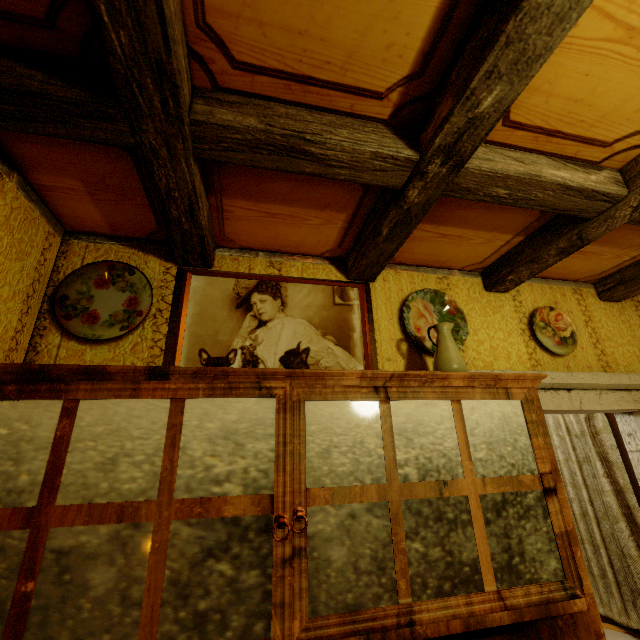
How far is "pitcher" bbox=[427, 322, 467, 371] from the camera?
1.3 meters

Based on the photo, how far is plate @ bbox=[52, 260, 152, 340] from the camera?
1.3 meters

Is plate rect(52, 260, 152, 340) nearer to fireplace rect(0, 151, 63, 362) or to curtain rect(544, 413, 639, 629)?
fireplace rect(0, 151, 63, 362)

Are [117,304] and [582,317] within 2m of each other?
no

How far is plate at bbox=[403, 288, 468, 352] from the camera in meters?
1.6

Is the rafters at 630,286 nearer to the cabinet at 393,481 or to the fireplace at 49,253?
the fireplace at 49,253

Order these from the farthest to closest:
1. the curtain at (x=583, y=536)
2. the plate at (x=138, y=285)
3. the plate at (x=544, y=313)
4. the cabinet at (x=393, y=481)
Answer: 1. the curtain at (x=583, y=536)
2. the plate at (x=544, y=313)
3. the plate at (x=138, y=285)
4. the cabinet at (x=393, y=481)

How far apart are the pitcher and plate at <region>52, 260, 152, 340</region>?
1.2m
